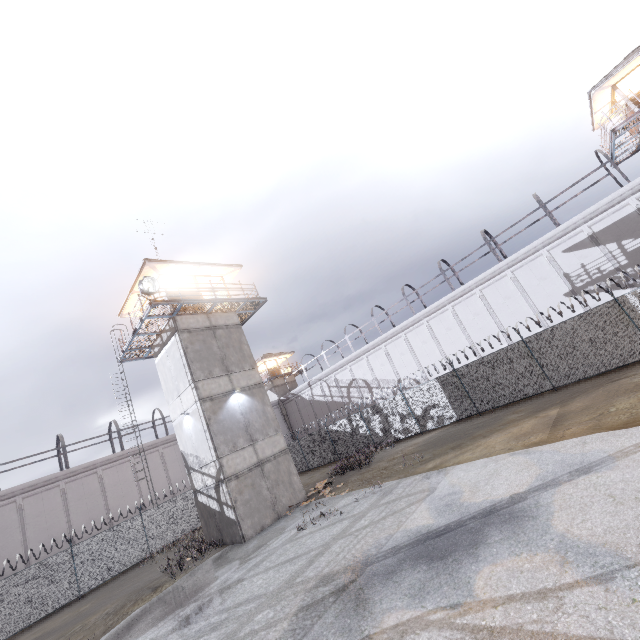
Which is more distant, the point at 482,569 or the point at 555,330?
the point at 555,330

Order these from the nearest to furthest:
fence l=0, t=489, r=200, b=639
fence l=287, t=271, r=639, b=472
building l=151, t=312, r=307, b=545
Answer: fence l=287, t=271, r=639, b=472 → building l=151, t=312, r=307, b=545 → fence l=0, t=489, r=200, b=639

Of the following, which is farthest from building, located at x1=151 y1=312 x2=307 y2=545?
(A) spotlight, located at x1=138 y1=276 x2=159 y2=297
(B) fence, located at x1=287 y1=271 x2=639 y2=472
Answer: (B) fence, located at x1=287 y1=271 x2=639 y2=472

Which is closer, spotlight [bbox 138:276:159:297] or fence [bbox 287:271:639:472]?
fence [bbox 287:271:639:472]

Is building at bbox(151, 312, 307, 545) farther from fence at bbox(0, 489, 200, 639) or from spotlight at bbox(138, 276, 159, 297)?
fence at bbox(0, 489, 200, 639)

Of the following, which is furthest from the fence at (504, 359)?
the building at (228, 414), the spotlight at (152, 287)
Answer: the spotlight at (152, 287)
